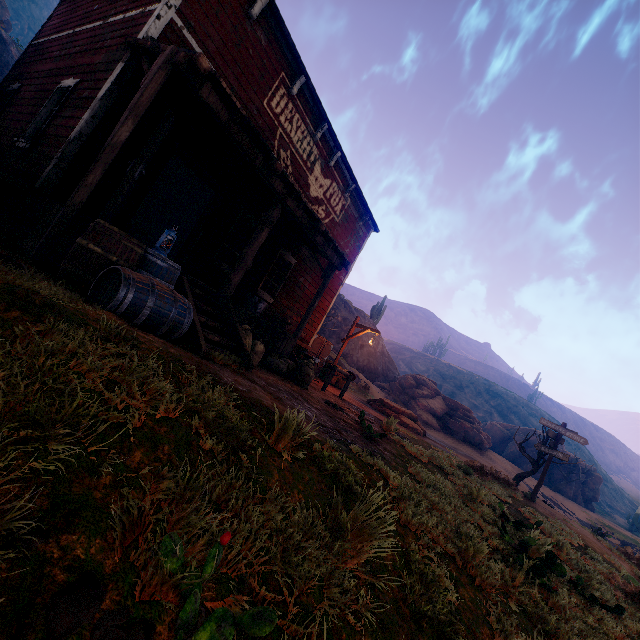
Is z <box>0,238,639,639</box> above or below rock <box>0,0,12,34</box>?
below

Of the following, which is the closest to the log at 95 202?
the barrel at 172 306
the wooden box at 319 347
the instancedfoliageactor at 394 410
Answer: the barrel at 172 306

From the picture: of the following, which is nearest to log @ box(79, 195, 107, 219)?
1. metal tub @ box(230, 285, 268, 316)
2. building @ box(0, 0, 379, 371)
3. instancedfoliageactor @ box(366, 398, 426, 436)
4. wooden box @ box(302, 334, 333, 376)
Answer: metal tub @ box(230, 285, 268, 316)

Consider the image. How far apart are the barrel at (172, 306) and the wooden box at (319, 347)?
9.3m

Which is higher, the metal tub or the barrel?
the metal tub

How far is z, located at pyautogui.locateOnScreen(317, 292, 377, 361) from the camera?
29.6m

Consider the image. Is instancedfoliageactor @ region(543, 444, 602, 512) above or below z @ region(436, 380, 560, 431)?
below

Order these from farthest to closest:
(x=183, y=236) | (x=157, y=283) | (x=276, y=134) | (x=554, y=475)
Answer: (x=554, y=475) → (x=183, y=236) → (x=276, y=134) → (x=157, y=283)
